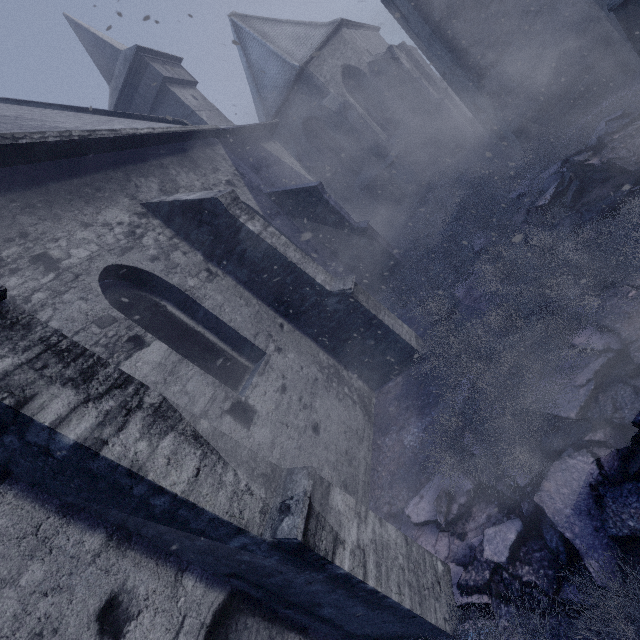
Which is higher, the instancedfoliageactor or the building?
the building

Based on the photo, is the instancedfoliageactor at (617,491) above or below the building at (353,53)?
below

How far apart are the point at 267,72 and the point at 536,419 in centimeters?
1734cm
